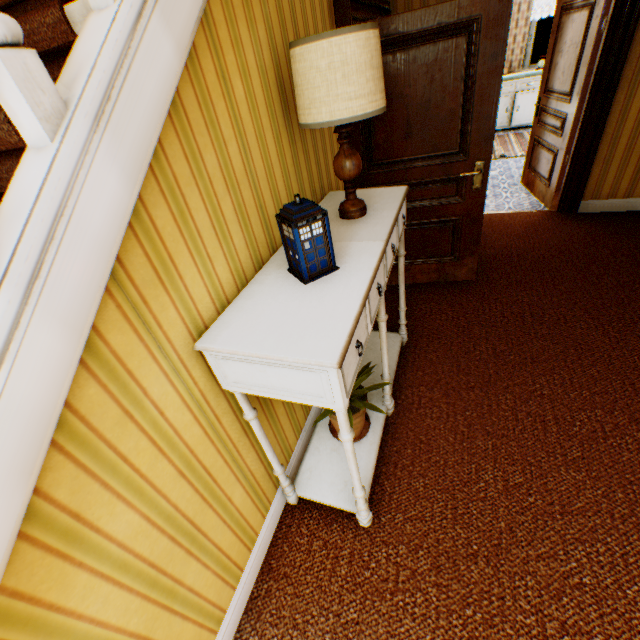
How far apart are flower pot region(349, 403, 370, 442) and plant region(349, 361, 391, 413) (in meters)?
0.04

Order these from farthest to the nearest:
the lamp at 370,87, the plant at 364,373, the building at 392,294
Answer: the building at 392,294
the plant at 364,373
the lamp at 370,87

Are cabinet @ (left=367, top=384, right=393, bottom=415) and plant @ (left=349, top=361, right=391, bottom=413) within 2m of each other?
yes

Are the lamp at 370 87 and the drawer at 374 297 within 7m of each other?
yes

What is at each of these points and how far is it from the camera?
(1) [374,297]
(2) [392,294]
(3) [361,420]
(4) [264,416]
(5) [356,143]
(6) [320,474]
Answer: (1) drawer, 1.4m
(2) building, 3.5m
(3) flower pot, 2.0m
(4) building, 1.7m
(5) building, 2.6m
(6) cabinet, 1.9m

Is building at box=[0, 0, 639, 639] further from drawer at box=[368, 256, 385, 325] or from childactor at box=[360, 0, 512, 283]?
drawer at box=[368, 256, 385, 325]

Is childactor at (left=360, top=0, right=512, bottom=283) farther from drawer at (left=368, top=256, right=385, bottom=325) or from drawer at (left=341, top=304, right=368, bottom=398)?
drawer at (left=341, top=304, right=368, bottom=398)

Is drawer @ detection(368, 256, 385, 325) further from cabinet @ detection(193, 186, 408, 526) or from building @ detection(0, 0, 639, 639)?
building @ detection(0, 0, 639, 639)
